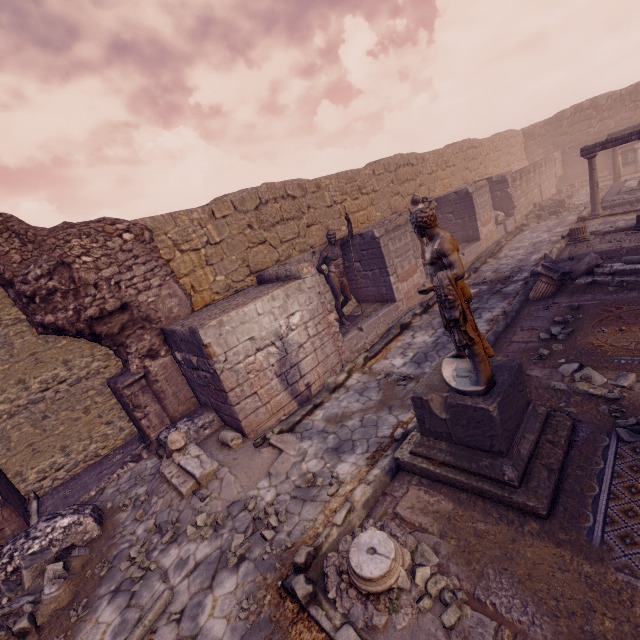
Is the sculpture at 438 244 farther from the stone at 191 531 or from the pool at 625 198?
the pool at 625 198

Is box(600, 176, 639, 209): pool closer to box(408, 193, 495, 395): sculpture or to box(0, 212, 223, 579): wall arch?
box(408, 193, 495, 395): sculpture

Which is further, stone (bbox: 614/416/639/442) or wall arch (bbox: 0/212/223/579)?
wall arch (bbox: 0/212/223/579)

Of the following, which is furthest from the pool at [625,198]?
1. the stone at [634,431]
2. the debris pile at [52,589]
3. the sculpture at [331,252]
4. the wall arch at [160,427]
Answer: the debris pile at [52,589]

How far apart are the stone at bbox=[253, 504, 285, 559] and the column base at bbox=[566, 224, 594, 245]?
12.7 meters

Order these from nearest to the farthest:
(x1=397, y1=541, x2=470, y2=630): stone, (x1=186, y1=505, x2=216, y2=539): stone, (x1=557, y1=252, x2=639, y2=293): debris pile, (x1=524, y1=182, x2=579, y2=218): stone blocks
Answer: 1. (x1=397, y1=541, x2=470, y2=630): stone
2. (x1=186, y1=505, x2=216, y2=539): stone
3. (x1=557, y1=252, x2=639, y2=293): debris pile
4. (x1=524, y1=182, x2=579, y2=218): stone blocks

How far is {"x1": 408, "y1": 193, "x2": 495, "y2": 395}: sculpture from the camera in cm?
328

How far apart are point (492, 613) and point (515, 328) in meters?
5.8 m
